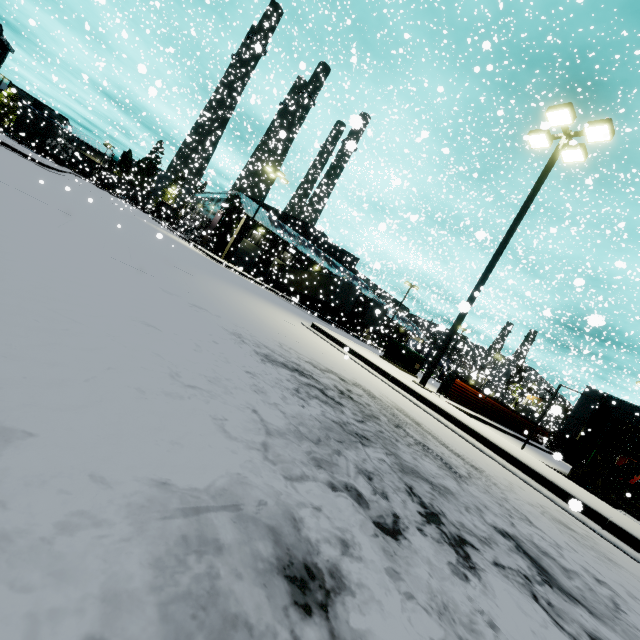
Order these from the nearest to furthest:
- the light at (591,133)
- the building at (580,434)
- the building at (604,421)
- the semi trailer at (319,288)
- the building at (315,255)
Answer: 1. the light at (591,133)
2. the building at (604,421)
3. the building at (580,434)
4. the semi trailer at (319,288)
5. the building at (315,255)

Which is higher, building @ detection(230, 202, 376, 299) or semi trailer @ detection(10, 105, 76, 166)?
building @ detection(230, 202, 376, 299)

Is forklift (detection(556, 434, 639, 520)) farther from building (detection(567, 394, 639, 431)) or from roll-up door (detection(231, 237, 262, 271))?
roll-up door (detection(231, 237, 262, 271))

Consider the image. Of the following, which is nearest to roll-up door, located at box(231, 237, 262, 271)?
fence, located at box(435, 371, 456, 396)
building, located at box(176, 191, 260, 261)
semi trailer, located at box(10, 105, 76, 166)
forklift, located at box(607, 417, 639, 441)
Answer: building, located at box(176, 191, 260, 261)

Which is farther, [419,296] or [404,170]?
[404,170]

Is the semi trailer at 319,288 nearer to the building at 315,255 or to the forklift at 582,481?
the building at 315,255

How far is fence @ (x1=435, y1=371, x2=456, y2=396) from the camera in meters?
10.7 m

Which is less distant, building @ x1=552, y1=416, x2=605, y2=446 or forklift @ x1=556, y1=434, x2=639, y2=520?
forklift @ x1=556, y1=434, x2=639, y2=520
